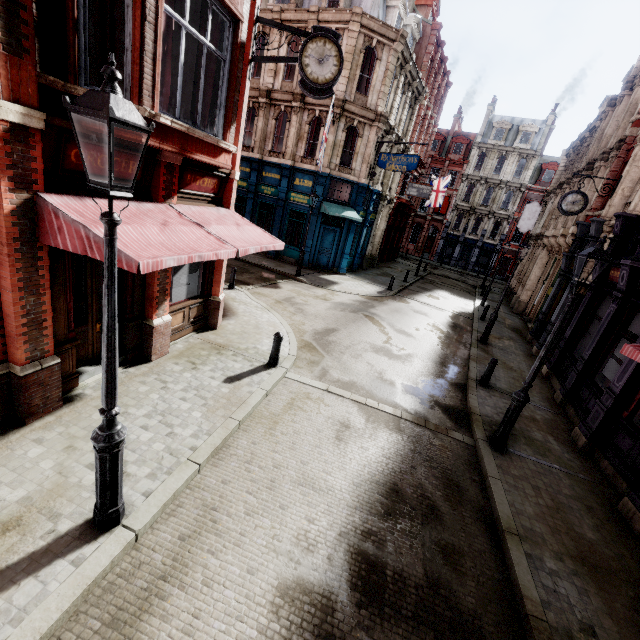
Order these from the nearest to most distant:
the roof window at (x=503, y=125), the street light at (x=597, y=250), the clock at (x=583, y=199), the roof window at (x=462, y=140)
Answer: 1. the street light at (x=597, y=250)
2. the clock at (x=583, y=199)
3. the roof window at (x=503, y=125)
4. the roof window at (x=462, y=140)

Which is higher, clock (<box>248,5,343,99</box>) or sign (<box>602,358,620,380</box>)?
clock (<box>248,5,343,99</box>)

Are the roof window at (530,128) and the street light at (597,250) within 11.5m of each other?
no

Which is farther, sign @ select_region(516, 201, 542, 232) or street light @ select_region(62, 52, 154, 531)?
sign @ select_region(516, 201, 542, 232)

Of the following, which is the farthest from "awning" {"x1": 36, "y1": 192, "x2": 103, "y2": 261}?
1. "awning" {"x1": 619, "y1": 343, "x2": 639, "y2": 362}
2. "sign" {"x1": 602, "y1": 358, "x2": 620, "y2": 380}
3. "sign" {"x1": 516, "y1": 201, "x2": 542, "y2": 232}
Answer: "sign" {"x1": 516, "y1": 201, "x2": 542, "y2": 232}

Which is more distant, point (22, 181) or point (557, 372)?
point (557, 372)

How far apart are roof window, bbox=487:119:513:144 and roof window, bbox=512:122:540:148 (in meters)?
0.61

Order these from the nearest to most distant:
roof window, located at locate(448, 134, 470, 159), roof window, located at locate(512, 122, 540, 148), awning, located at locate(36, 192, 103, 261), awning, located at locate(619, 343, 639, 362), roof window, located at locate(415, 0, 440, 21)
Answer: awning, located at locate(36, 192, 103, 261)
awning, located at locate(619, 343, 639, 362)
roof window, located at locate(415, 0, 440, 21)
roof window, located at locate(512, 122, 540, 148)
roof window, located at locate(448, 134, 470, 159)
